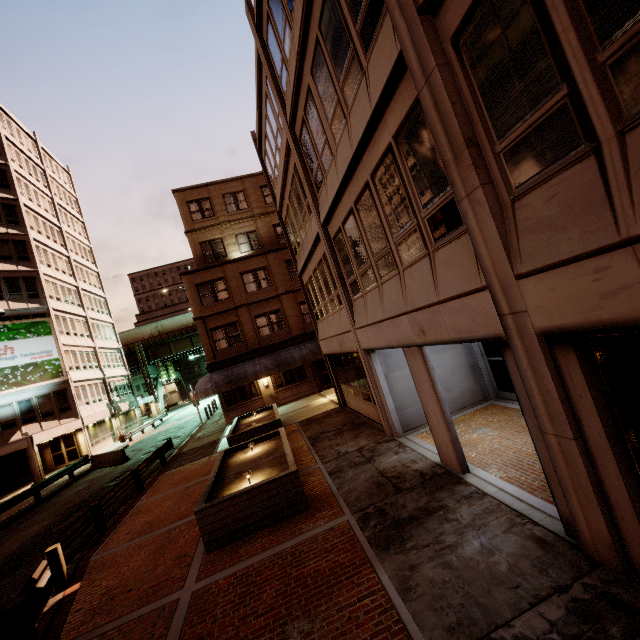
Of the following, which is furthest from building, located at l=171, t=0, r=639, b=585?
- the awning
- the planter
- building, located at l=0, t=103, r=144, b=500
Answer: building, located at l=0, t=103, r=144, b=500

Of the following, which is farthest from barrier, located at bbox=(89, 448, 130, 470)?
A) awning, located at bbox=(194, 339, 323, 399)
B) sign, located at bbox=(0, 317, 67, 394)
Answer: sign, located at bbox=(0, 317, 67, 394)

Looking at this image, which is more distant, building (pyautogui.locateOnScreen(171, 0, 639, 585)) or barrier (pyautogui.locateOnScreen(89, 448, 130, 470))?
barrier (pyautogui.locateOnScreen(89, 448, 130, 470))

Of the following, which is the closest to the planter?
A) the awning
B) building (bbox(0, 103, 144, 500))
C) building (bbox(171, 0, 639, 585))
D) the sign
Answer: building (bbox(171, 0, 639, 585))

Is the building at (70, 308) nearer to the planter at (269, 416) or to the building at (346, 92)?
the planter at (269, 416)

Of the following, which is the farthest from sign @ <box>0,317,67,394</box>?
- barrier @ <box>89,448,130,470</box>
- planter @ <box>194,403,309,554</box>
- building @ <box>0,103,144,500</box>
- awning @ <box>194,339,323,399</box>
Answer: planter @ <box>194,403,309,554</box>

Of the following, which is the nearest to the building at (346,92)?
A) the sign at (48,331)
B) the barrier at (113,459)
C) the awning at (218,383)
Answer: the awning at (218,383)

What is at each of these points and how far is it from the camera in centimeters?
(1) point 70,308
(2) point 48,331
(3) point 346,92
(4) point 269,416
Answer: (1) building, 3509cm
(2) sign, 3023cm
(3) building, 711cm
(4) planter, 1717cm
